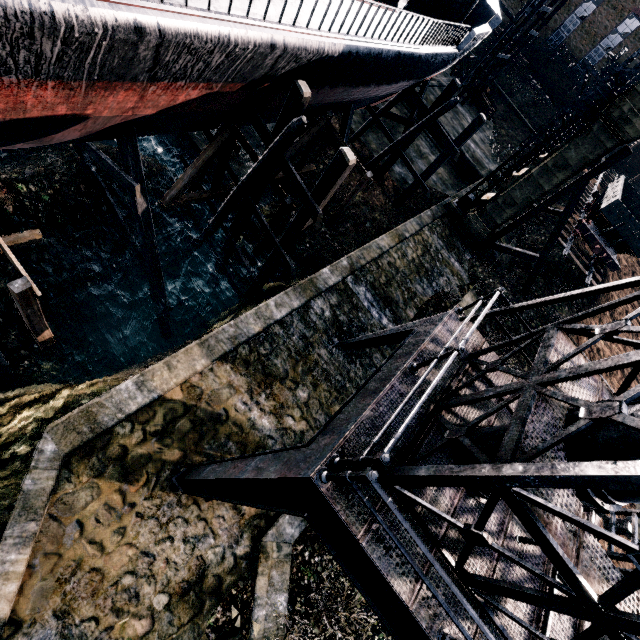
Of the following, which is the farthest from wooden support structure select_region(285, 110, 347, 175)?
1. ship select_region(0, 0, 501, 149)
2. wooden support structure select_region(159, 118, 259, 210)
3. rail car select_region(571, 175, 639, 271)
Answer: rail car select_region(571, 175, 639, 271)

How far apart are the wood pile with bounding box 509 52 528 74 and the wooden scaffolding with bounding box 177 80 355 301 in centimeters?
5494cm

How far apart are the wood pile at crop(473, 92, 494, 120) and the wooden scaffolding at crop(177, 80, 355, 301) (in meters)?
37.57

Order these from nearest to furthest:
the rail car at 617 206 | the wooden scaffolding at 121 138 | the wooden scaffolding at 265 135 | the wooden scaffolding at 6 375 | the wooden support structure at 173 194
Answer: the wooden scaffolding at 265 135, the wooden scaffolding at 121 138, the wooden scaffolding at 6 375, the wooden support structure at 173 194, the rail car at 617 206

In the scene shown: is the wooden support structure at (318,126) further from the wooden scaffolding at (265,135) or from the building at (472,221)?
the building at (472,221)

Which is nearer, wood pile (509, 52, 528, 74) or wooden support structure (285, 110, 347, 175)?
wooden support structure (285, 110, 347, 175)

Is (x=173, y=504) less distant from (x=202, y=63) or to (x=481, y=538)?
(x=481, y=538)

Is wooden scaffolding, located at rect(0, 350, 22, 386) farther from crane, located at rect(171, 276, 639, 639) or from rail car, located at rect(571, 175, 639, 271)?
rail car, located at rect(571, 175, 639, 271)
